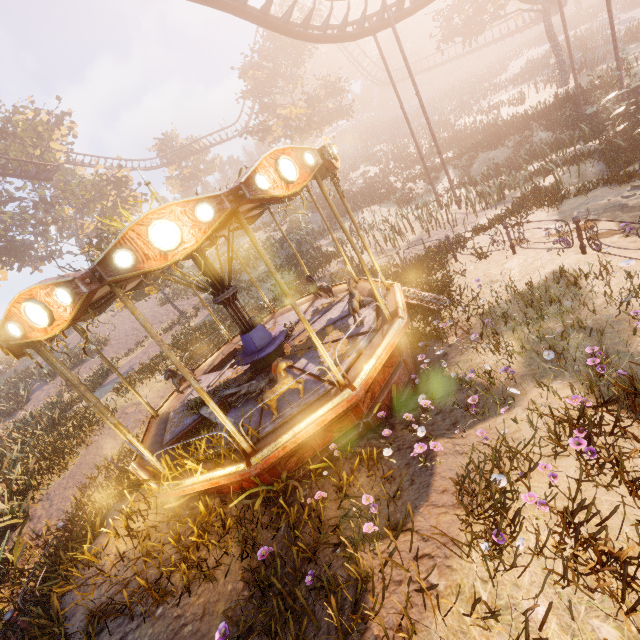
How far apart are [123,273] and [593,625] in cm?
584

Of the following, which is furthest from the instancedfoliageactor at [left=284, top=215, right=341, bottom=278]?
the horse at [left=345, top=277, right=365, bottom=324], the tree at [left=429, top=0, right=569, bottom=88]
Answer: the tree at [left=429, top=0, right=569, bottom=88]

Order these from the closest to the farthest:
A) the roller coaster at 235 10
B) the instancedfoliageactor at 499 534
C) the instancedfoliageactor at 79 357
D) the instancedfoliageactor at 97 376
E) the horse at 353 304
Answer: the instancedfoliageactor at 499 534 → the horse at 353 304 → the roller coaster at 235 10 → the instancedfoliageactor at 97 376 → the instancedfoliageactor at 79 357

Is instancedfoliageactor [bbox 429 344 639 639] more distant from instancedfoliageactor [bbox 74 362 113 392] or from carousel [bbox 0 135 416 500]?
instancedfoliageactor [bbox 74 362 113 392]

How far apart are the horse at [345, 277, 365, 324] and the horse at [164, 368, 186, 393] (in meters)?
5.40

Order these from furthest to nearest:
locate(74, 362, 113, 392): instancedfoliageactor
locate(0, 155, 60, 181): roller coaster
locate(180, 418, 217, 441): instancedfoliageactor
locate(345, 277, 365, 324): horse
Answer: locate(0, 155, 60, 181): roller coaster, locate(74, 362, 113, 392): instancedfoliageactor, locate(345, 277, 365, 324): horse, locate(180, 418, 217, 441): instancedfoliageactor

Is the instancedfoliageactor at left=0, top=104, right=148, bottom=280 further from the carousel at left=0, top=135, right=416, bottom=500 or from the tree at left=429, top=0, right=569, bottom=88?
the carousel at left=0, top=135, right=416, bottom=500

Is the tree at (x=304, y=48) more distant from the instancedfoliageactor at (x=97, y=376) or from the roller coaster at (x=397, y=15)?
the instancedfoliageactor at (x=97, y=376)
